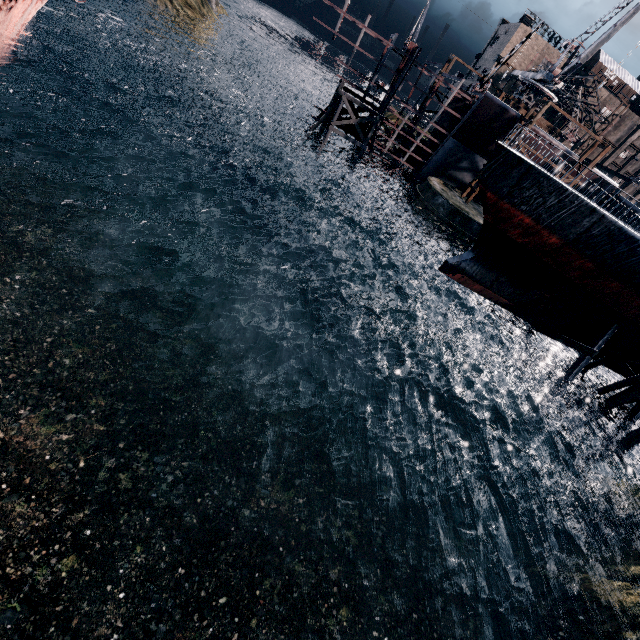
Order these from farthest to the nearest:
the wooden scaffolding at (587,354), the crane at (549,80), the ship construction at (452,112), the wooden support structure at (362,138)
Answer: the crane at (549,80)
the wooden support structure at (362,138)
the ship construction at (452,112)
the wooden scaffolding at (587,354)

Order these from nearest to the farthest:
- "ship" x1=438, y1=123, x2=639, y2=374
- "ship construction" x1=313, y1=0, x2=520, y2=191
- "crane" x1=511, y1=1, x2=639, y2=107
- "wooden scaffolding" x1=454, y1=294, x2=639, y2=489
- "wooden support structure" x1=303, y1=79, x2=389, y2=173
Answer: "ship" x1=438, y1=123, x2=639, y2=374 → "wooden scaffolding" x1=454, y1=294, x2=639, y2=489 → "ship construction" x1=313, y1=0, x2=520, y2=191 → "wooden support structure" x1=303, y1=79, x2=389, y2=173 → "crane" x1=511, y1=1, x2=639, y2=107

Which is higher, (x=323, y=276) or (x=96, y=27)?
(x=96, y=27)

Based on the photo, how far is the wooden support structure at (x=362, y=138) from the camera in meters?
36.7

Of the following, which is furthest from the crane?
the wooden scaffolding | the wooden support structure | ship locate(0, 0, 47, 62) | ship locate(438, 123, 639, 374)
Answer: ship locate(0, 0, 47, 62)

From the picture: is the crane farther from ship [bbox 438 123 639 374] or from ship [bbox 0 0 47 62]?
ship [bbox 0 0 47 62]

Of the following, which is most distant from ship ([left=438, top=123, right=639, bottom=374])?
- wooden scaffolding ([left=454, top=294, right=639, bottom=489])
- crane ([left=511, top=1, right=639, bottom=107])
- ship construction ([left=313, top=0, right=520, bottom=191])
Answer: crane ([left=511, top=1, right=639, bottom=107])

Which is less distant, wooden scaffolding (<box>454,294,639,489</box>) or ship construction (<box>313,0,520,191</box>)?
wooden scaffolding (<box>454,294,639,489</box>)
